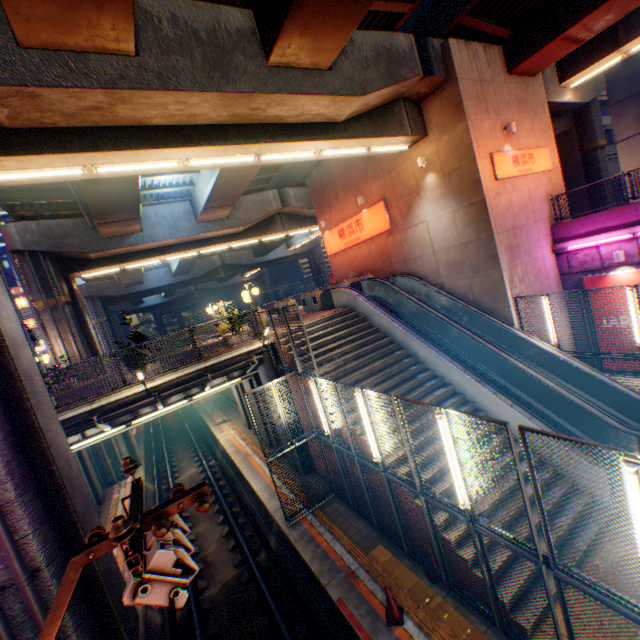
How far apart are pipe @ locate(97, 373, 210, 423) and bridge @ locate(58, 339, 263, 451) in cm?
10

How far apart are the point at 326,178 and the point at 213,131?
12.23m

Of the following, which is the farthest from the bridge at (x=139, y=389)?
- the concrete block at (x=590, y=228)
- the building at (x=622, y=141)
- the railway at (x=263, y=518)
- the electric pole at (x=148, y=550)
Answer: the building at (x=622, y=141)

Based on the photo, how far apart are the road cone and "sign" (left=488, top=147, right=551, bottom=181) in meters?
14.0

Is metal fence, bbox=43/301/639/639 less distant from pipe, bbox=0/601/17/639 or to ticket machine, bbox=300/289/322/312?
pipe, bbox=0/601/17/639

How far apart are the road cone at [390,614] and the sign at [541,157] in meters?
14.0 m

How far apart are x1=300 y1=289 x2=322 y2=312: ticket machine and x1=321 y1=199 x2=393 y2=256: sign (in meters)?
4.15

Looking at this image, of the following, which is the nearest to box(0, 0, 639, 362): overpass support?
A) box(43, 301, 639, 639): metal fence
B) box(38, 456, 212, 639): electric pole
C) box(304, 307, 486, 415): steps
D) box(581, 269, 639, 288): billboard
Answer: box(43, 301, 639, 639): metal fence
